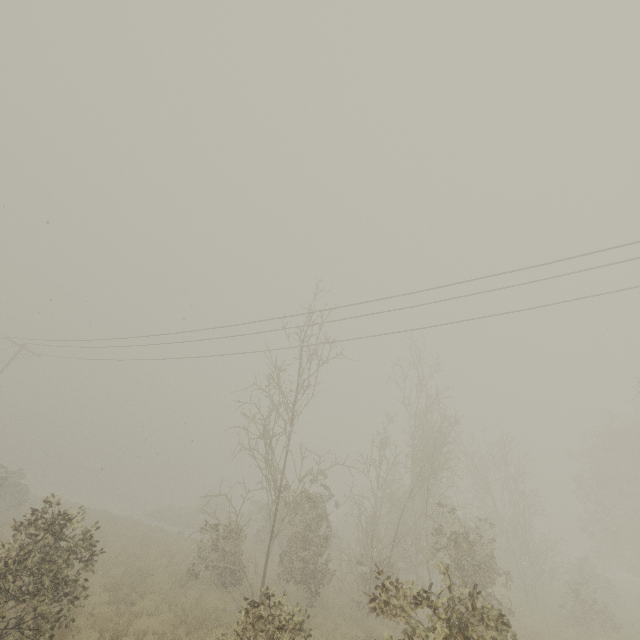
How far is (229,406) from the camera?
12.67m

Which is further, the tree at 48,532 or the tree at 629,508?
the tree at 48,532

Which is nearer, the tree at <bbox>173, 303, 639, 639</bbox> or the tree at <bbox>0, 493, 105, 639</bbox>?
the tree at <bbox>173, 303, 639, 639</bbox>
